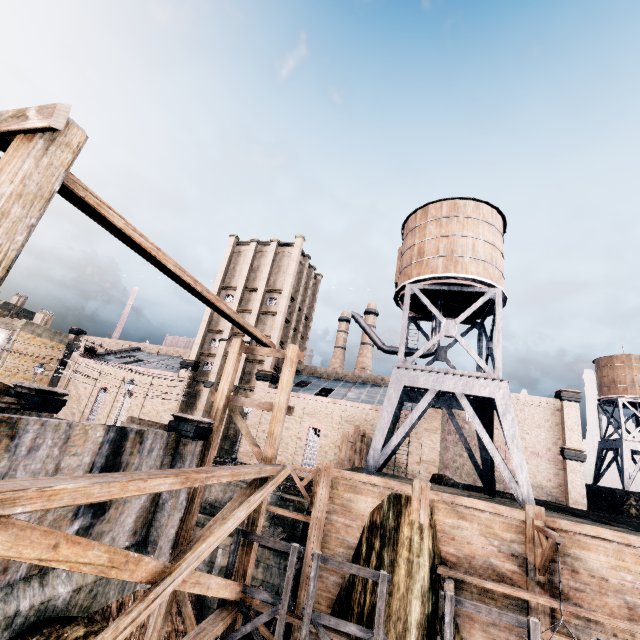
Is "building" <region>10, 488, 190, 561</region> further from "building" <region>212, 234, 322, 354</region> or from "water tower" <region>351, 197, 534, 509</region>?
"building" <region>212, 234, 322, 354</region>

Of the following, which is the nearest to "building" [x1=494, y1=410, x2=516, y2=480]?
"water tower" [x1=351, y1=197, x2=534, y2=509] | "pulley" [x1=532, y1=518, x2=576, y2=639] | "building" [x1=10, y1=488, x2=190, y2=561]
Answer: "water tower" [x1=351, y1=197, x2=534, y2=509]

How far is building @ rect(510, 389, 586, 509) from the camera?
34.6 meters

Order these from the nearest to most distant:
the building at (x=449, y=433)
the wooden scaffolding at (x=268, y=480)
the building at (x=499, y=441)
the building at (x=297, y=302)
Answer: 1. the wooden scaffolding at (x=268, y=480)
2. the building at (x=449, y=433)
3. the building at (x=499, y=441)
4. the building at (x=297, y=302)

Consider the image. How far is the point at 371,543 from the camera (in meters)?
15.94

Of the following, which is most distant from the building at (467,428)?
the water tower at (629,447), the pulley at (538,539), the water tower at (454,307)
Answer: the pulley at (538,539)

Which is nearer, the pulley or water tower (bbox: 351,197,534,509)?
the pulley

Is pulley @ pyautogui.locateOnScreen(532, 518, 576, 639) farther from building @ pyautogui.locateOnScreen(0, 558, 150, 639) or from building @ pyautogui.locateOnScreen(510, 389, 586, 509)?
building @ pyautogui.locateOnScreen(510, 389, 586, 509)
